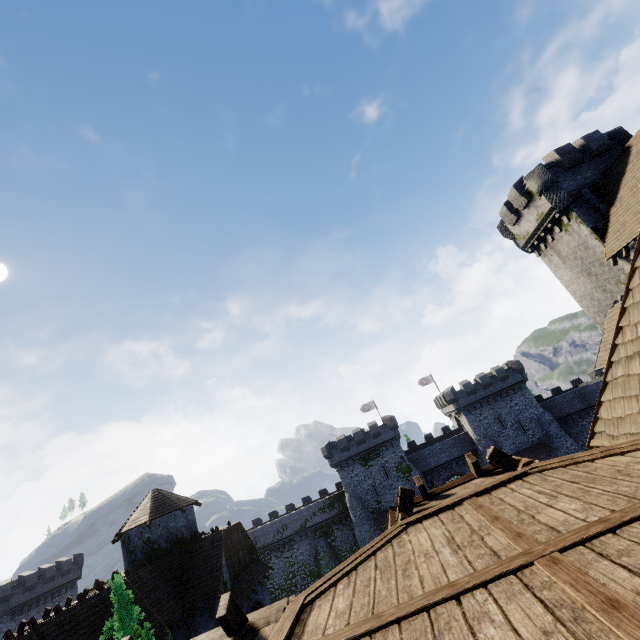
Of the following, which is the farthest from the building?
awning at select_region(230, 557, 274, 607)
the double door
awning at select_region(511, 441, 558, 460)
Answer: awning at select_region(511, 441, 558, 460)

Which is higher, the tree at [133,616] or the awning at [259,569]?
the tree at [133,616]

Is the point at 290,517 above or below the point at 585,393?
above

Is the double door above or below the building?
below

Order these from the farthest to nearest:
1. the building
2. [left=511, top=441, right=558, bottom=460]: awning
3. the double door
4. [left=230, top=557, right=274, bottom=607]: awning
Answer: [left=511, top=441, right=558, bottom=460]: awning → the double door → [left=230, top=557, right=274, bottom=607]: awning → the building

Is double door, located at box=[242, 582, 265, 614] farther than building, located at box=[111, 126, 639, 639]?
Yes

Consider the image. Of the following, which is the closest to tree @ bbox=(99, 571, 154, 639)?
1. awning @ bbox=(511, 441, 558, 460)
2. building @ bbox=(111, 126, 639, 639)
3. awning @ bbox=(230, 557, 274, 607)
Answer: Result: awning @ bbox=(230, 557, 274, 607)

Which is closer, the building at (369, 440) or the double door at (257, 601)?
the building at (369, 440)
